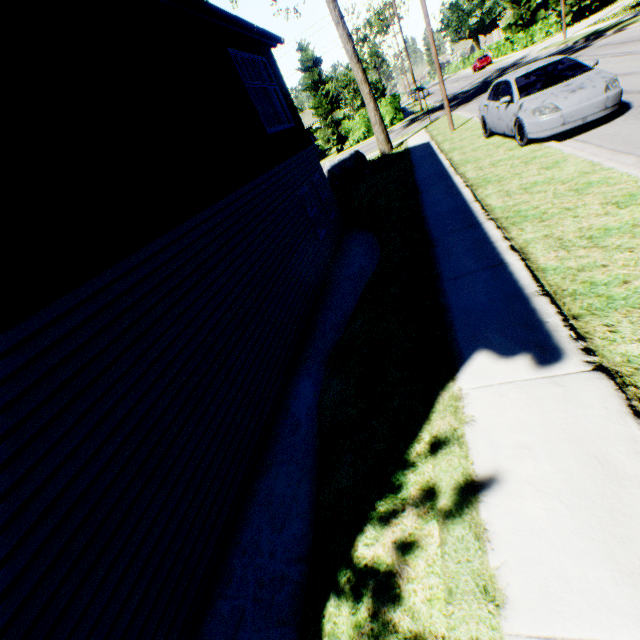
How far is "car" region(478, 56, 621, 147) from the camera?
7.2m

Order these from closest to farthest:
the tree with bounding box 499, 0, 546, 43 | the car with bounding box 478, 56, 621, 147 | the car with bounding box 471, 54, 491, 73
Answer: the car with bounding box 478, 56, 621, 147, the tree with bounding box 499, 0, 546, 43, the car with bounding box 471, 54, 491, 73

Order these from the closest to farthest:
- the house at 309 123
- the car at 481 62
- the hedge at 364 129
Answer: the hedge at 364 129
the car at 481 62
the house at 309 123

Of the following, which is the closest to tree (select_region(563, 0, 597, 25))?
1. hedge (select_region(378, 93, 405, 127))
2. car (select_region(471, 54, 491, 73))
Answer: car (select_region(471, 54, 491, 73))

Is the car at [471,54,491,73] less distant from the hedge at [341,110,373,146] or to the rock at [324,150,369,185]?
the hedge at [341,110,373,146]

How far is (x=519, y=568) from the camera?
1.9m

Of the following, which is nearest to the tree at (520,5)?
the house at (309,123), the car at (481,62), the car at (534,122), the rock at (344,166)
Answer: the car at (481,62)

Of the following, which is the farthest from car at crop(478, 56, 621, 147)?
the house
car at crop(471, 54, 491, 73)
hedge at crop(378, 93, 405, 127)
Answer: car at crop(471, 54, 491, 73)
